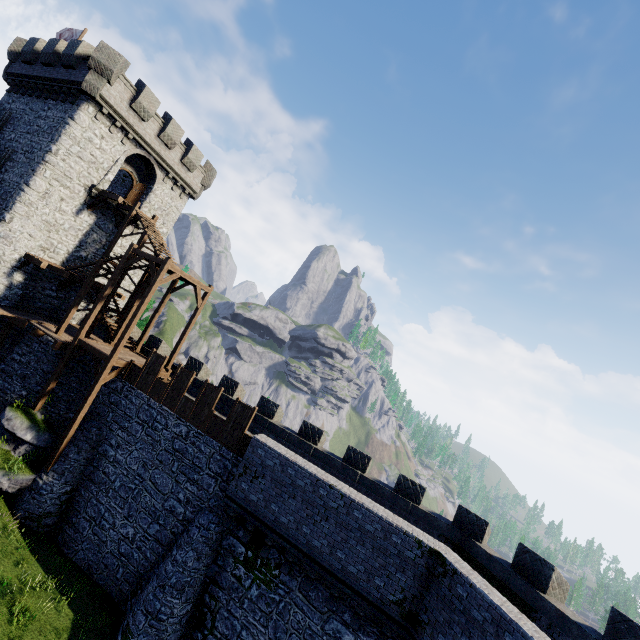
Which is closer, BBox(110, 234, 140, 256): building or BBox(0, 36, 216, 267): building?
BBox(0, 36, 216, 267): building

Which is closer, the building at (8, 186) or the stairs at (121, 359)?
the stairs at (121, 359)

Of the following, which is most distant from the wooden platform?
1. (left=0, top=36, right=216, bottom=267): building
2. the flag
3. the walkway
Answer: the flag

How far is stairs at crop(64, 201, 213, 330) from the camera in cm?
1752

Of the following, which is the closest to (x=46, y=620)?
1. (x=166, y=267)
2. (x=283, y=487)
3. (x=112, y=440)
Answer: (x=112, y=440)

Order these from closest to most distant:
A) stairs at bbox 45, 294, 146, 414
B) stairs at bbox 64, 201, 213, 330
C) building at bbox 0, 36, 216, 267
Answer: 1. stairs at bbox 45, 294, 146, 414
2. stairs at bbox 64, 201, 213, 330
3. building at bbox 0, 36, 216, 267

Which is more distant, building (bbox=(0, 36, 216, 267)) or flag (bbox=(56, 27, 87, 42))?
flag (bbox=(56, 27, 87, 42))

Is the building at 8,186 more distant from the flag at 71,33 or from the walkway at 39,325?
the flag at 71,33
